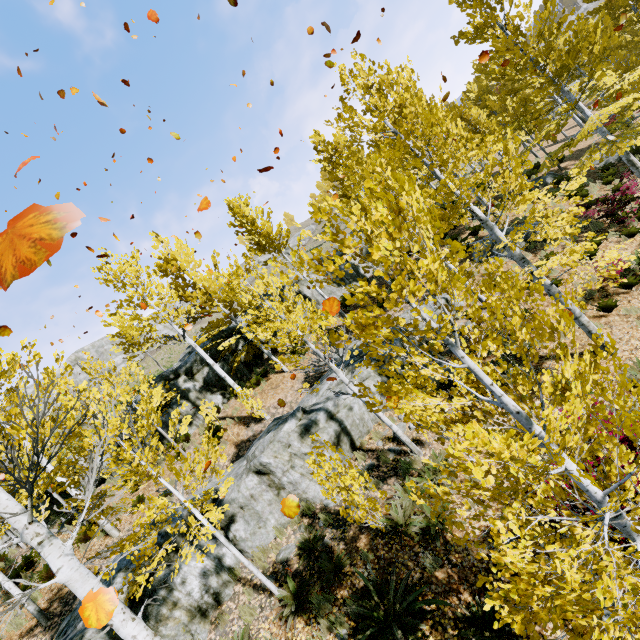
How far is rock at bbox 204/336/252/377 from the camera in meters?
16.7

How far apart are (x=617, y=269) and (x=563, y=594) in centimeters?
720cm

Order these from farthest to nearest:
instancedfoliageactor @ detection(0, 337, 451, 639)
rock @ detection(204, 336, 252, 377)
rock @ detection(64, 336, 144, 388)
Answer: rock @ detection(64, 336, 144, 388) < rock @ detection(204, 336, 252, 377) < instancedfoliageactor @ detection(0, 337, 451, 639)

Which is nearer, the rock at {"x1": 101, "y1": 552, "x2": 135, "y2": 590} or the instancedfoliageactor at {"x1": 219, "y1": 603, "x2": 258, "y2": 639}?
the instancedfoliageactor at {"x1": 219, "y1": 603, "x2": 258, "y2": 639}

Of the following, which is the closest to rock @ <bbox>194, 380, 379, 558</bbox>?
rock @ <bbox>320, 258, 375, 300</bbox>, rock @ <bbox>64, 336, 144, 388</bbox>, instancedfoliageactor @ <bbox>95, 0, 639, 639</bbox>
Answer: instancedfoliageactor @ <bbox>95, 0, 639, 639</bbox>

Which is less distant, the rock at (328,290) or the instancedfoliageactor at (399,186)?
the instancedfoliageactor at (399,186)

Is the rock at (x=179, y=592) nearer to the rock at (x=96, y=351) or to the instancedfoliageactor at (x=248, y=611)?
the instancedfoliageactor at (x=248, y=611)
